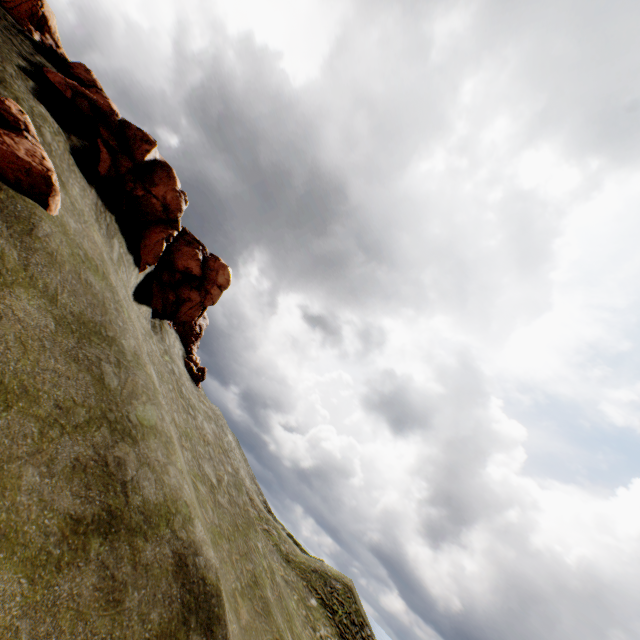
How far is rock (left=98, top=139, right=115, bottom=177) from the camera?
17.91m

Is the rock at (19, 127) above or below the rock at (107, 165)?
below

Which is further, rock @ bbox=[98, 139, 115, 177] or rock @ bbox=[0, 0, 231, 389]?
rock @ bbox=[0, 0, 231, 389]

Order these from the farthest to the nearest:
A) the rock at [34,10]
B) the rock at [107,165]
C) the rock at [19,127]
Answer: the rock at [34,10], the rock at [107,165], the rock at [19,127]

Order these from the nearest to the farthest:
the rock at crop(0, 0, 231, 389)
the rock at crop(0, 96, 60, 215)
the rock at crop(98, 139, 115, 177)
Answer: the rock at crop(0, 96, 60, 215), the rock at crop(98, 139, 115, 177), the rock at crop(0, 0, 231, 389)

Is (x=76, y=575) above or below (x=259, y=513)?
below

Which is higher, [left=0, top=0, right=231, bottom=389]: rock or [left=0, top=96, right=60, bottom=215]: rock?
[left=0, top=0, right=231, bottom=389]: rock
